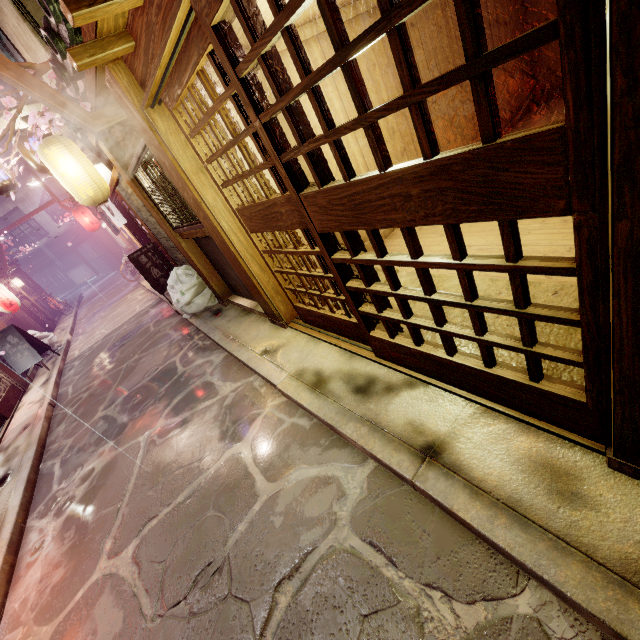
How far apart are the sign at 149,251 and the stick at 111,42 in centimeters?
1111cm

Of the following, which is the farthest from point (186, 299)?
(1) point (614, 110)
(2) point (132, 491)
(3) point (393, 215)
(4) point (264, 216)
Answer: (1) point (614, 110)

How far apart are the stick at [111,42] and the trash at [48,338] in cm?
1978

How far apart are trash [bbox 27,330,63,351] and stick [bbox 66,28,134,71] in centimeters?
1978cm

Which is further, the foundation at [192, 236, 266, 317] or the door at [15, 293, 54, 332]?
the door at [15, 293, 54, 332]

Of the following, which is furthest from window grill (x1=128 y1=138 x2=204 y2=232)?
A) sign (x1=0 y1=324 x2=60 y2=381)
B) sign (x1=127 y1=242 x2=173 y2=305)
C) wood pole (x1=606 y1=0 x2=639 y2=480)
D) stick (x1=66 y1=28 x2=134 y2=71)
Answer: A: sign (x1=0 y1=324 x2=60 y2=381)

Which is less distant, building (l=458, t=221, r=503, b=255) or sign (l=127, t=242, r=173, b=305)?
building (l=458, t=221, r=503, b=255)

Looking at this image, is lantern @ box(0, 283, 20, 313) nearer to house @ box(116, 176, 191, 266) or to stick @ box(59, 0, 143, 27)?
house @ box(116, 176, 191, 266)
